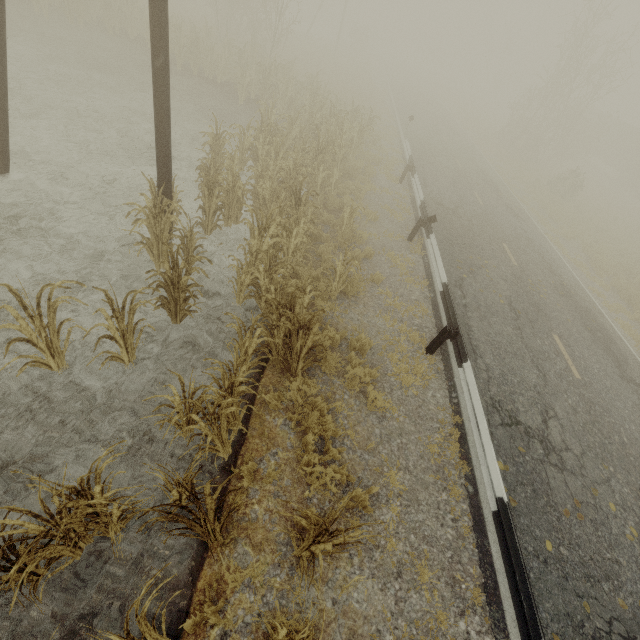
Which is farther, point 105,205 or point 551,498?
point 105,205

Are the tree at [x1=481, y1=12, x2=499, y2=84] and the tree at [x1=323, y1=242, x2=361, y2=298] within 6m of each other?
no

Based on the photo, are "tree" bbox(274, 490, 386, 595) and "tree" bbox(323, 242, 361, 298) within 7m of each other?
yes

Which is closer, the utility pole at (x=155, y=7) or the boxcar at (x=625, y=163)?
the utility pole at (x=155, y=7)

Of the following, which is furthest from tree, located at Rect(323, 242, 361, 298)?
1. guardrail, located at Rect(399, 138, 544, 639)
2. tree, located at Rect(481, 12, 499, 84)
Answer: tree, located at Rect(481, 12, 499, 84)

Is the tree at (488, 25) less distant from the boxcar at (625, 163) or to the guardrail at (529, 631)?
the boxcar at (625, 163)

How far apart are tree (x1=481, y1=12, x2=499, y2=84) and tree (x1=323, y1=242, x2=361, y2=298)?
60.6m

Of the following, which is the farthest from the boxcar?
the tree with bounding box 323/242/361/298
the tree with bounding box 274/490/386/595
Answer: the tree with bounding box 274/490/386/595
